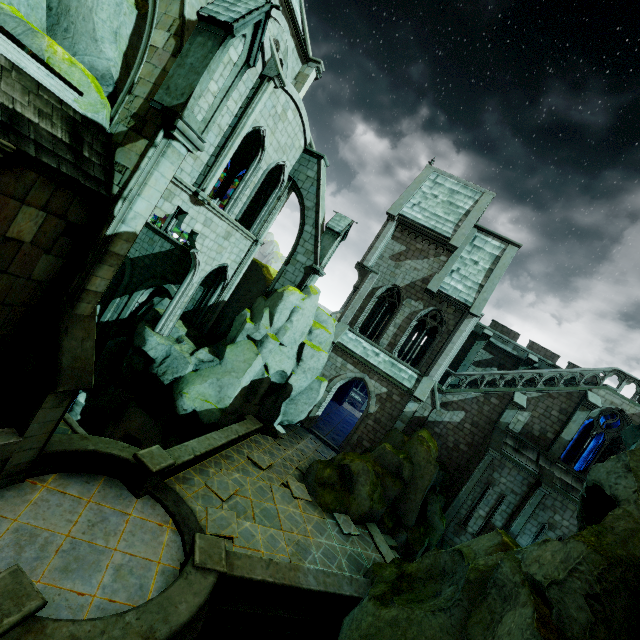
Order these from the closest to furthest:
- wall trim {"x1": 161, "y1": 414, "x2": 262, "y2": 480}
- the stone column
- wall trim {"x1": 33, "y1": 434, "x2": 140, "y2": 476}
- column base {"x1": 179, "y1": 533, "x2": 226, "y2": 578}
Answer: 1. column base {"x1": 179, "y1": 533, "x2": 226, "y2": 578}
2. wall trim {"x1": 33, "y1": 434, "x2": 140, "y2": 476}
3. wall trim {"x1": 161, "y1": 414, "x2": 262, "y2": 480}
4. the stone column

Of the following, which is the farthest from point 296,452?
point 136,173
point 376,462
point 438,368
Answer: point 136,173

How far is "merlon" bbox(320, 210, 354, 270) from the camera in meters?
18.7 m

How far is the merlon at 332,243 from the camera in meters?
18.7 m

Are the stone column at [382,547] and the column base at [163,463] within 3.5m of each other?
no

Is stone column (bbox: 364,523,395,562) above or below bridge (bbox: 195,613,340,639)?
above

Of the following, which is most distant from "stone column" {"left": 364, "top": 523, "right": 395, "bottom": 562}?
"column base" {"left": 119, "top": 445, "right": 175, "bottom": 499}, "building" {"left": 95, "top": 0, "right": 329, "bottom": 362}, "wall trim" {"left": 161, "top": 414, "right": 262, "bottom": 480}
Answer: "column base" {"left": 119, "top": 445, "right": 175, "bottom": 499}

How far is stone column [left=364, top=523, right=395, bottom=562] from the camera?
13.8m
